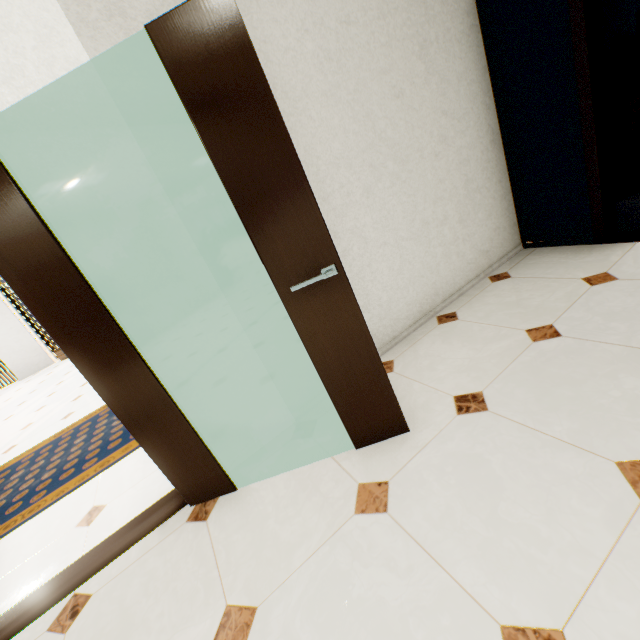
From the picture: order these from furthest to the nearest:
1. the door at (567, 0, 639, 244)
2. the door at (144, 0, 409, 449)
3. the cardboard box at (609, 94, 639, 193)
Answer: the cardboard box at (609, 94, 639, 193) < the door at (567, 0, 639, 244) < the door at (144, 0, 409, 449)

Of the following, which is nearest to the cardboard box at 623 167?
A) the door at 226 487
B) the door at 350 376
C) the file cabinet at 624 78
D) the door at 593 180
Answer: the file cabinet at 624 78

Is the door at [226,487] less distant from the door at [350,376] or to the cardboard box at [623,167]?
the door at [350,376]

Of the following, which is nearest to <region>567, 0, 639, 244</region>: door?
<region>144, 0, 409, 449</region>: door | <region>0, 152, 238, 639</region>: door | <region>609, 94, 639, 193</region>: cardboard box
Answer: <region>609, 94, 639, 193</region>: cardboard box

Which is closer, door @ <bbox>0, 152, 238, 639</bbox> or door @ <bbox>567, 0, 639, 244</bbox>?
door @ <bbox>0, 152, 238, 639</bbox>

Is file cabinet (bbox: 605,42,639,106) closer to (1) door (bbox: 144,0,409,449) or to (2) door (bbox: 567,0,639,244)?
(2) door (bbox: 567,0,639,244)

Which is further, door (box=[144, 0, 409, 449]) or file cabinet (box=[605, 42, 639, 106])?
file cabinet (box=[605, 42, 639, 106])

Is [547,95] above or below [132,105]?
below
